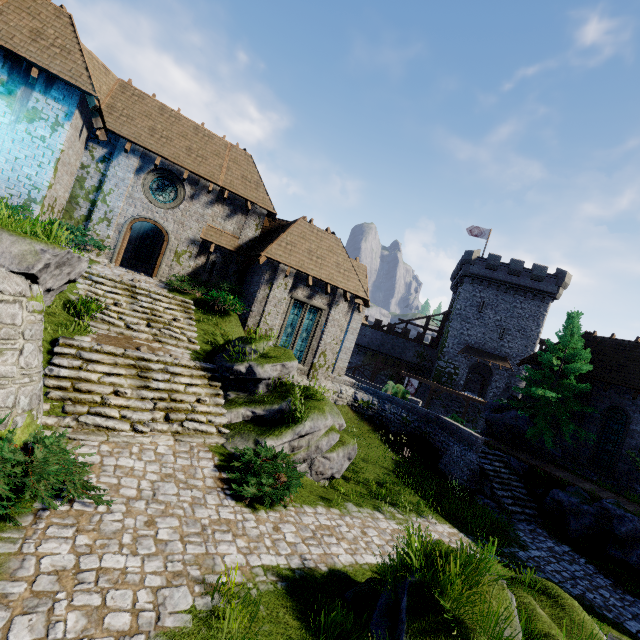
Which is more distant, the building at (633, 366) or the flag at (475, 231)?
the flag at (475, 231)

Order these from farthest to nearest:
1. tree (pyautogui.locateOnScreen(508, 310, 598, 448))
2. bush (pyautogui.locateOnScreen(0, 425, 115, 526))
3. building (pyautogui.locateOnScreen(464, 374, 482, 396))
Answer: building (pyautogui.locateOnScreen(464, 374, 482, 396)) < tree (pyautogui.locateOnScreen(508, 310, 598, 448)) < bush (pyautogui.locateOnScreen(0, 425, 115, 526))

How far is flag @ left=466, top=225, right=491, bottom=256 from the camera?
41.09m

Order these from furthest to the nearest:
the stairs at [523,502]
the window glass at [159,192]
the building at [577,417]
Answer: the building at [577,417]
the window glass at [159,192]
the stairs at [523,502]

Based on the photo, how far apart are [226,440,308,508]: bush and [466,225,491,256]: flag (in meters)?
39.91

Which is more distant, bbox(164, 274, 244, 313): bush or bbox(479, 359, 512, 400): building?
bbox(479, 359, 512, 400): building

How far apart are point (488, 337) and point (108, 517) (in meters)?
40.97

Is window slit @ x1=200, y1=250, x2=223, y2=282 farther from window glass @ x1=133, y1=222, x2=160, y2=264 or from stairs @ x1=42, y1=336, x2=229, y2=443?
stairs @ x1=42, y1=336, x2=229, y2=443
